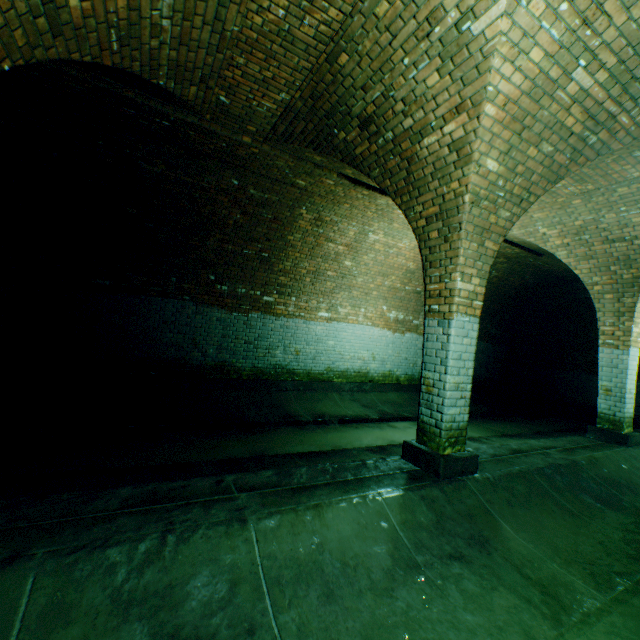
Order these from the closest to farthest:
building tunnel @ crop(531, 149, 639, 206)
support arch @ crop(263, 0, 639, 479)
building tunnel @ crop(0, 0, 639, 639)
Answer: building tunnel @ crop(0, 0, 639, 639)
support arch @ crop(263, 0, 639, 479)
building tunnel @ crop(531, 149, 639, 206)

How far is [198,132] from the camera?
4.8m

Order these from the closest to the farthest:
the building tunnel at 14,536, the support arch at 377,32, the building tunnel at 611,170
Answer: the building tunnel at 14,536
the support arch at 377,32
the building tunnel at 611,170

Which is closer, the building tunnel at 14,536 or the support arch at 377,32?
the building tunnel at 14,536

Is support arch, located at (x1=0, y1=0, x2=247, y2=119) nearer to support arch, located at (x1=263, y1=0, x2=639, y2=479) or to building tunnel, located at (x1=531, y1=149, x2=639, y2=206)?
building tunnel, located at (x1=531, y1=149, x2=639, y2=206)

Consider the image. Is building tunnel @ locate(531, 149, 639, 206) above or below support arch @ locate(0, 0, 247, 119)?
above

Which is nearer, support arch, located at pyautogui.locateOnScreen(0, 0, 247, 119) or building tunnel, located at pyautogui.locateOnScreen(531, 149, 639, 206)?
support arch, located at pyautogui.locateOnScreen(0, 0, 247, 119)
